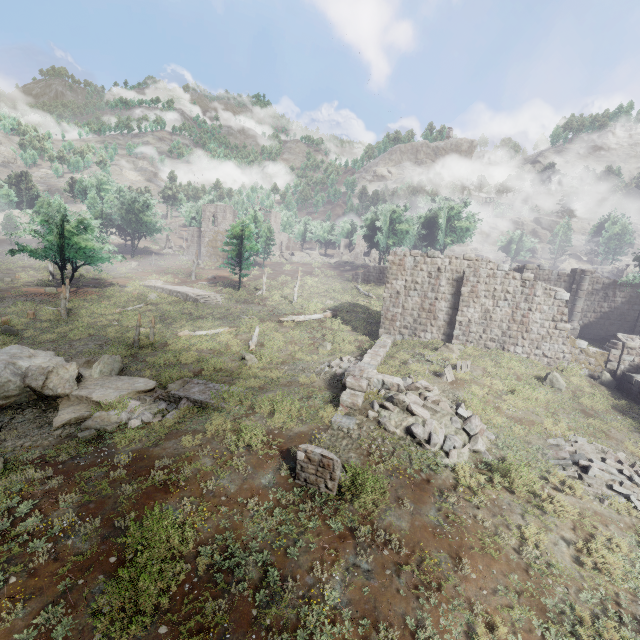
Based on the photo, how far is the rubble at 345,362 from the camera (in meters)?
17.00

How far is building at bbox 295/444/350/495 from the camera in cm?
934

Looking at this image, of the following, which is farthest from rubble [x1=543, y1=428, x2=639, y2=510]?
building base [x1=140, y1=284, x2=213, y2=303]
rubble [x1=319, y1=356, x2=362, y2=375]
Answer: building base [x1=140, y1=284, x2=213, y2=303]

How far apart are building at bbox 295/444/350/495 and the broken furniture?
9.2 meters

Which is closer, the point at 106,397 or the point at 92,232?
the point at 106,397

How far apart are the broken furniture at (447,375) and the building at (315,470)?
9.16m

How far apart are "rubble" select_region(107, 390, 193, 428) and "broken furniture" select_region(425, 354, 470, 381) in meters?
13.5 m

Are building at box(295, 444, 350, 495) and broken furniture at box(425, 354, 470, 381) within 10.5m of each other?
yes
